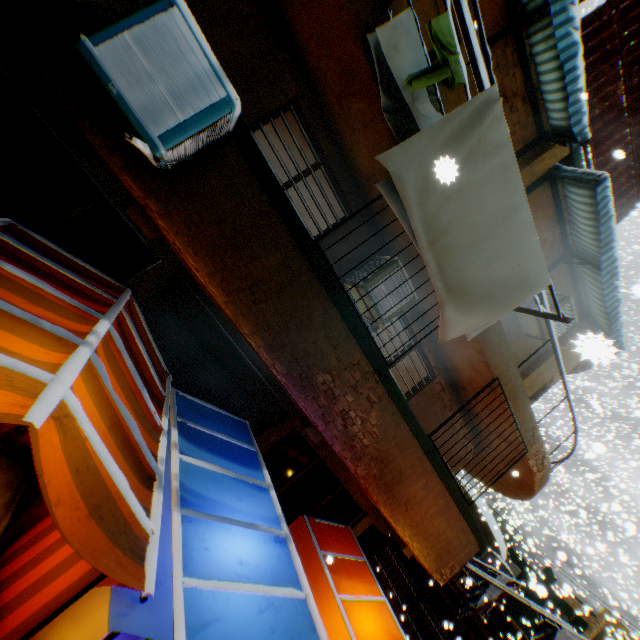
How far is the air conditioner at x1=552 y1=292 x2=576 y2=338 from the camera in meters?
7.0

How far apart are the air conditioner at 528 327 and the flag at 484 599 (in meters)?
7.48

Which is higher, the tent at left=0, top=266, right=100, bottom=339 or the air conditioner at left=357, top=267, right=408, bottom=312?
the air conditioner at left=357, top=267, right=408, bottom=312

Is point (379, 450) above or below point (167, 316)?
above

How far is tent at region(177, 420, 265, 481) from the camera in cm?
382

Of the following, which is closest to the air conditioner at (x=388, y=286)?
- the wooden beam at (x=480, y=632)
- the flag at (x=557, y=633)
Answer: the flag at (x=557, y=633)

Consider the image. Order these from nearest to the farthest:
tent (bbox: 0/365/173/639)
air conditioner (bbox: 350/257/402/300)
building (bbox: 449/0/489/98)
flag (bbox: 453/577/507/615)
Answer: tent (bbox: 0/365/173/639)
building (bbox: 449/0/489/98)
air conditioner (bbox: 350/257/402/300)
flag (bbox: 453/577/507/615)

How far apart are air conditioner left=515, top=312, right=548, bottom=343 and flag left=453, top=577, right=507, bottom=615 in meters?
7.5 m
